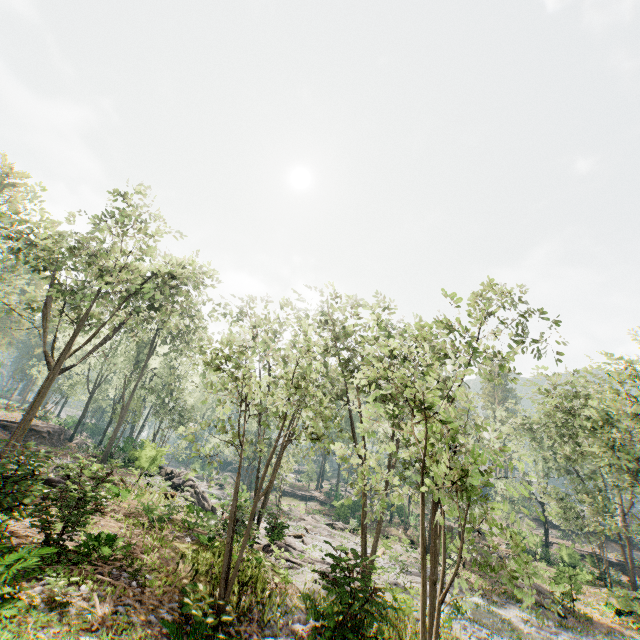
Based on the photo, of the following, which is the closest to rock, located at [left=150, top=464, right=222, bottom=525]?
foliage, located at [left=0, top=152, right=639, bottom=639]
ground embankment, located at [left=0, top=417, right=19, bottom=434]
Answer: foliage, located at [left=0, top=152, right=639, bottom=639]

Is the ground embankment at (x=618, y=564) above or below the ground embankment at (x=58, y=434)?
below

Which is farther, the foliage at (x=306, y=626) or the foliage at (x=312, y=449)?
the foliage at (x=312, y=449)

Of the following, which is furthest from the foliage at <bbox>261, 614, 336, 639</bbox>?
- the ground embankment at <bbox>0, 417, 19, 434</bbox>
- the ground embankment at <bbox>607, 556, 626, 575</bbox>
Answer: the ground embankment at <bbox>607, 556, 626, 575</bbox>

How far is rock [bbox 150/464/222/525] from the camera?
20.61m

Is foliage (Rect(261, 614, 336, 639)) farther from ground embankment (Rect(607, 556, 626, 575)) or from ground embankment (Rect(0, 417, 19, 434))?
ground embankment (Rect(607, 556, 626, 575))

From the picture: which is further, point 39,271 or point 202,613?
point 39,271
